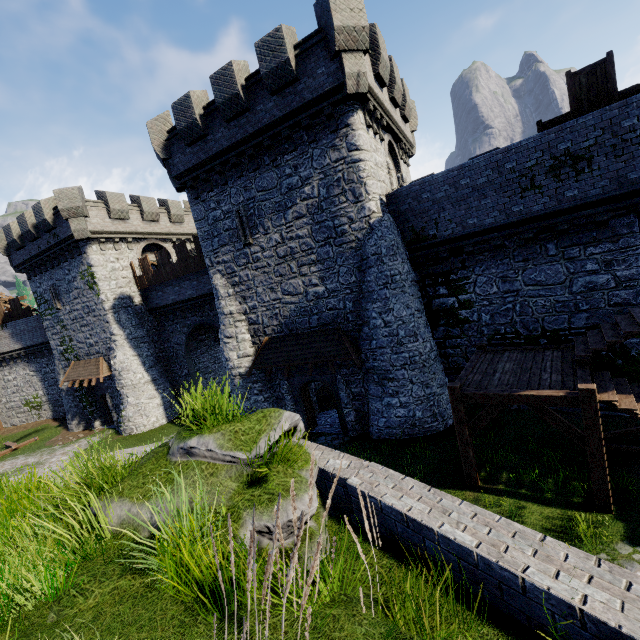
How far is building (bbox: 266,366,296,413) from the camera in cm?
1653

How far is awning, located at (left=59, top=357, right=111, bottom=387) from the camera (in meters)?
23.22

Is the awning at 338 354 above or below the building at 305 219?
below

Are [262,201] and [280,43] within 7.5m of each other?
yes

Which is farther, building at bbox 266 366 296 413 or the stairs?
building at bbox 266 366 296 413

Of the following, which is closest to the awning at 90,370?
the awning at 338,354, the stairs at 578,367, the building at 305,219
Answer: the building at 305,219

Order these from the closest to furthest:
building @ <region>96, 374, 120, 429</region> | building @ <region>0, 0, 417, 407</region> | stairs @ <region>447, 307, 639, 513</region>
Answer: stairs @ <region>447, 307, 639, 513</region>, building @ <region>0, 0, 417, 407</region>, building @ <region>96, 374, 120, 429</region>

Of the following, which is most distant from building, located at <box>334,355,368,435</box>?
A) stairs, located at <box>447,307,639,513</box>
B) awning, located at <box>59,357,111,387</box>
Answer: stairs, located at <box>447,307,639,513</box>
